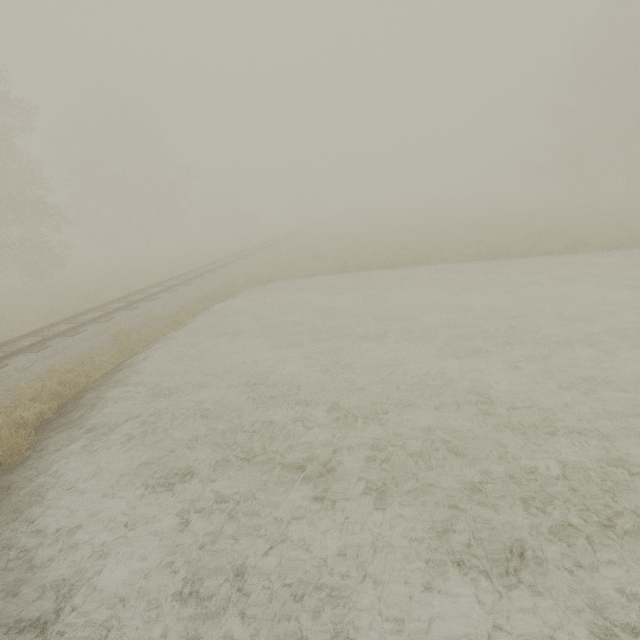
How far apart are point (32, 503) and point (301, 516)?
4.66m
